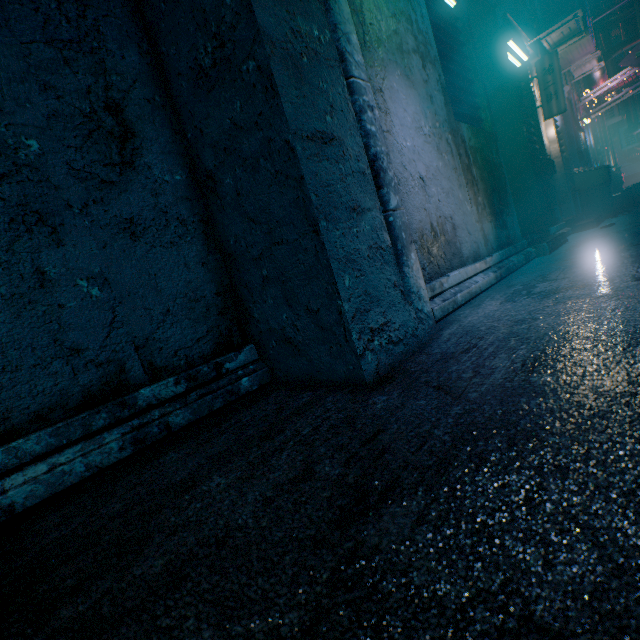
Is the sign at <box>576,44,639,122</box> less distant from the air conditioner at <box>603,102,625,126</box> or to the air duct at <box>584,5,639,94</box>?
the air duct at <box>584,5,639,94</box>

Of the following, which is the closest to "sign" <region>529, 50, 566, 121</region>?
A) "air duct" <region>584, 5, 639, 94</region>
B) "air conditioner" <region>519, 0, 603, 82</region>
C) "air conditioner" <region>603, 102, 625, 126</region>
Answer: "air conditioner" <region>519, 0, 603, 82</region>

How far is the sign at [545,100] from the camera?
4.5 meters

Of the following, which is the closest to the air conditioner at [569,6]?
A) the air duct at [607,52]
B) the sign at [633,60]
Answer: the sign at [633,60]

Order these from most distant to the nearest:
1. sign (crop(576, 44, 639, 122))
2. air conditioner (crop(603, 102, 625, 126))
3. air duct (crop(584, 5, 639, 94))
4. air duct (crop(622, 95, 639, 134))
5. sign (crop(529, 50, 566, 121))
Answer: air duct (crop(622, 95, 639, 134)) < air conditioner (crop(603, 102, 625, 126)) < air duct (crop(584, 5, 639, 94)) < sign (crop(576, 44, 639, 122)) < sign (crop(529, 50, 566, 121))

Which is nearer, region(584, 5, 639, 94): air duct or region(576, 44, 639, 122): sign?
region(576, 44, 639, 122): sign

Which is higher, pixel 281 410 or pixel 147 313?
pixel 147 313

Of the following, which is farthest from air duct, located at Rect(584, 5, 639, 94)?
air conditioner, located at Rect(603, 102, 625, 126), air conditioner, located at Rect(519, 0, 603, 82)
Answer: air conditioner, located at Rect(519, 0, 603, 82)
